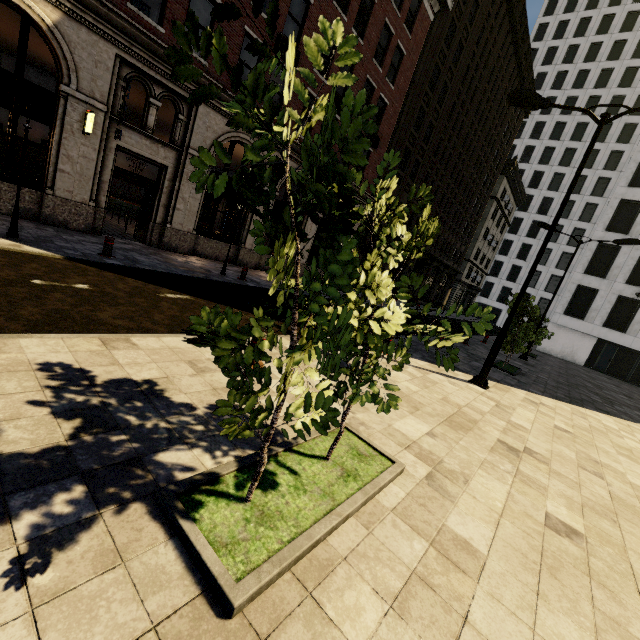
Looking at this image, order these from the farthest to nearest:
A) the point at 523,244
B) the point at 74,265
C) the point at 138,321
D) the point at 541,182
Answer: the point at 523,244
the point at 541,182
the point at 74,265
the point at 138,321

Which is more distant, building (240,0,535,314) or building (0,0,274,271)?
building (240,0,535,314)

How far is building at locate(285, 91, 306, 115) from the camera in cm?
1570

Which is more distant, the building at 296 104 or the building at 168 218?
the building at 296 104

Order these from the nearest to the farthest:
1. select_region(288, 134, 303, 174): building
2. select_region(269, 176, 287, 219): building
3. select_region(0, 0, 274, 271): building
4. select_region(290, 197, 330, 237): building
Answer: select_region(0, 0, 274, 271): building < select_region(288, 134, 303, 174): building < select_region(269, 176, 287, 219): building < select_region(290, 197, 330, 237): building

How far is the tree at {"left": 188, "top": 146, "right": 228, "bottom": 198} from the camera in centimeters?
190cm
